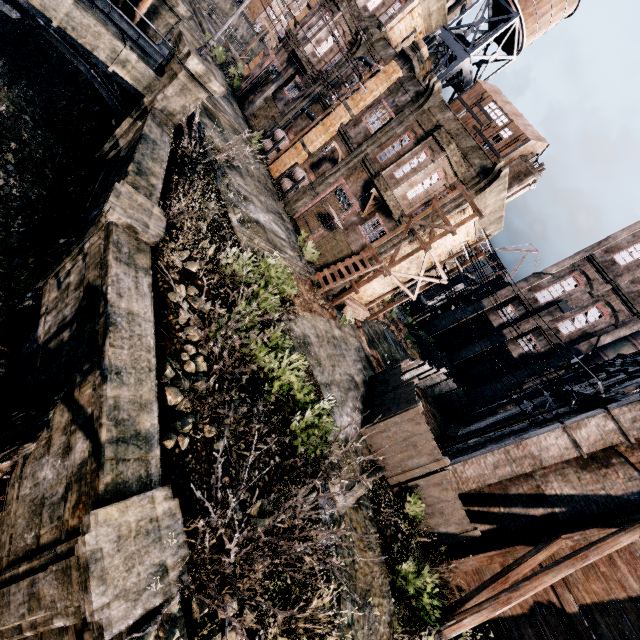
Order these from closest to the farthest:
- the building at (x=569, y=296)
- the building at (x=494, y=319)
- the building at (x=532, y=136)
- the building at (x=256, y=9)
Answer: the building at (x=532, y=136) < the building at (x=569, y=296) < the building at (x=494, y=319) < the building at (x=256, y=9)

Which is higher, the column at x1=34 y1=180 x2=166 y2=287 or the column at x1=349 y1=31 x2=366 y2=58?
the column at x1=349 y1=31 x2=366 y2=58

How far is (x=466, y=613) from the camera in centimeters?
1026cm

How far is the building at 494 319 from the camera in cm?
→ 4019

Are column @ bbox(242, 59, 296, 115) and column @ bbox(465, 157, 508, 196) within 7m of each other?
no

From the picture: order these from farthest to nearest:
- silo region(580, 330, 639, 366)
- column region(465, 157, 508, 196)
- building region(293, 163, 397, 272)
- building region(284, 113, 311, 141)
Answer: silo region(580, 330, 639, 366) → building region(284, 113, 311, 141) → building region(293, 163, 397, 272) → column region(465, 157, 508, 196)

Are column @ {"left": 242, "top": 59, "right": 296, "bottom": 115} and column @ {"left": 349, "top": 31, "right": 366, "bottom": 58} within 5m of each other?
yes

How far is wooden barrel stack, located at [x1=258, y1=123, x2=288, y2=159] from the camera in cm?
2431
